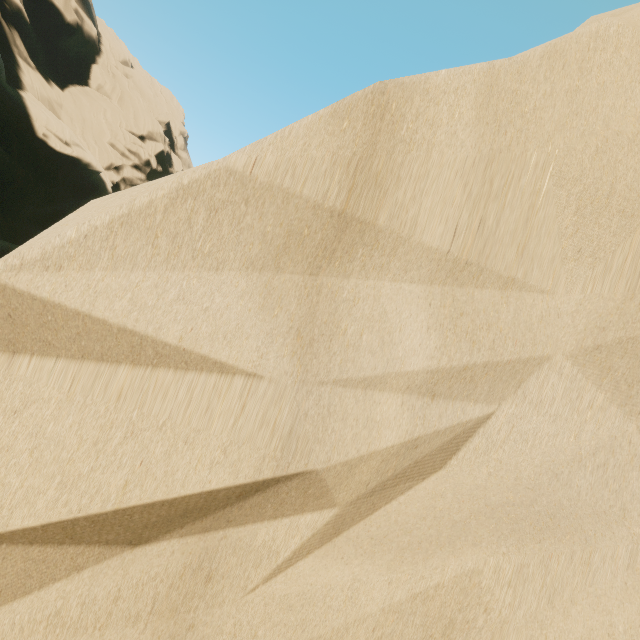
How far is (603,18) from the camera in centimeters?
260cm
